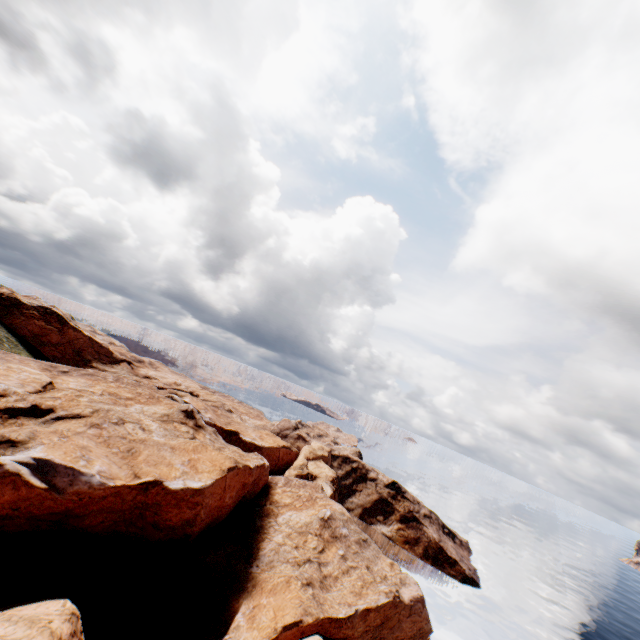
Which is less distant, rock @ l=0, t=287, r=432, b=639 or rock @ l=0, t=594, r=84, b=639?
rock @ l=0, t=594, r=84, b=639

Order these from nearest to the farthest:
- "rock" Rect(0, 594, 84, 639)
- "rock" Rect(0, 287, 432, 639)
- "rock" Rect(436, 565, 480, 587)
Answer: "rock" Rect(0, 594, 84, 639) < "rock" Rect(0, 287, 432, 639) < "rock" Rect(436, 565, 480, 587)

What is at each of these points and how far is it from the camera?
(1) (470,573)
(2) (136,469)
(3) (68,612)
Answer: (1) rock, 59.8m
(2) rock, 29.2m
(3) rock, 19.3m

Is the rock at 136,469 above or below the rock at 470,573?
above

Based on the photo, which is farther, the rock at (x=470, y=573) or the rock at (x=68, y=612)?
the rock at (x=470, y=573)

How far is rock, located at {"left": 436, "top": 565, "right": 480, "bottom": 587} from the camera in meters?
58.6

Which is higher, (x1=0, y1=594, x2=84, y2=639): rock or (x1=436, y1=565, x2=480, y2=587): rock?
(x1=0, y1=594, x2=84, y2=639): rock
